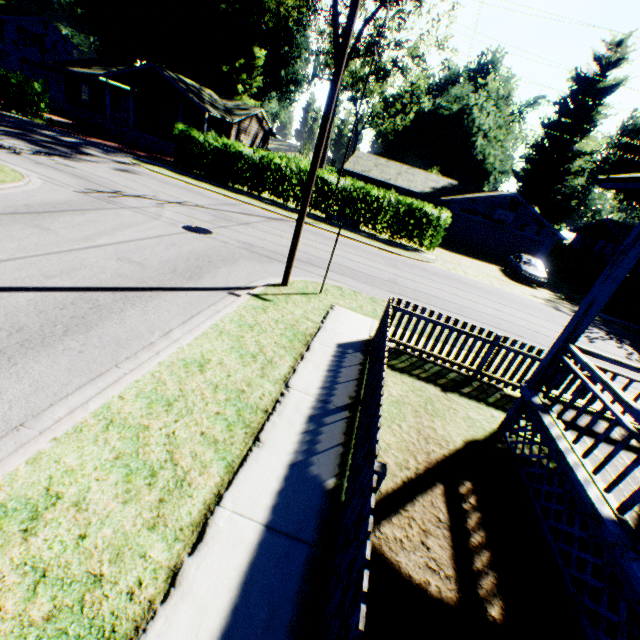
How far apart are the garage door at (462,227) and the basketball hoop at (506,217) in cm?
53

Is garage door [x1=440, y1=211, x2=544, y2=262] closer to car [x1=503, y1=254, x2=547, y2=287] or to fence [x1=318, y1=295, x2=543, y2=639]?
car [x1=503, y1=254, x2=547, y2=287]

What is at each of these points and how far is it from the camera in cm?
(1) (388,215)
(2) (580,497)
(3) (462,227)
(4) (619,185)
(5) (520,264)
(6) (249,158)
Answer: (1) hedge, 2269
(2) house, 401
(3) garage door, 2966
(4) house, 448
(5) car, 2291
(6) hedge, 2200

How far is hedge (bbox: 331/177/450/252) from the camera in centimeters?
2098cm

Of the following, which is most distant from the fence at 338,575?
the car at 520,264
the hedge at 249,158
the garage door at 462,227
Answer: the garage door at 462,227

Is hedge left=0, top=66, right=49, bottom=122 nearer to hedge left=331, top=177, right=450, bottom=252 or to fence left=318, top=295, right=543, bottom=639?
hedge left=331, top=177, right=450, bottom=252

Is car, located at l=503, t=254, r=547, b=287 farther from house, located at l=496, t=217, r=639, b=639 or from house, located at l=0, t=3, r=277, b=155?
house, located at l=0, t=3, r=277, b=155

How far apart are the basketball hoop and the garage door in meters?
0.5
